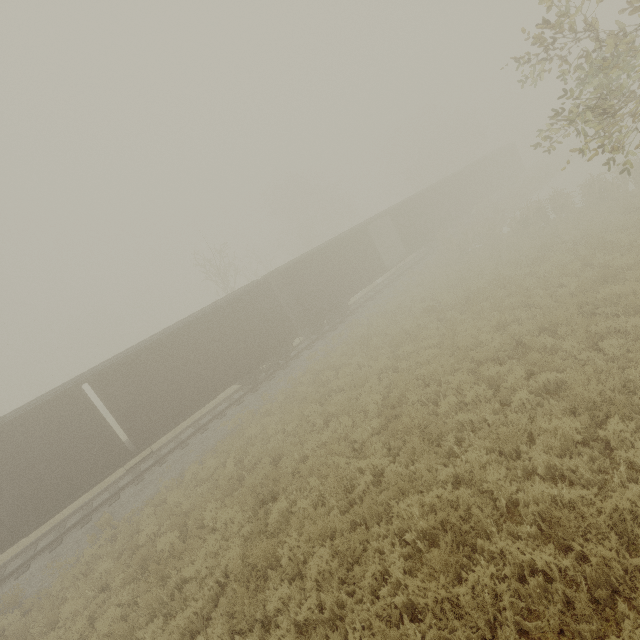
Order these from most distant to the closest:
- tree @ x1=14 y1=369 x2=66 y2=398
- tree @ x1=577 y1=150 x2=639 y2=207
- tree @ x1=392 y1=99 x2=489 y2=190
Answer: tree @ x1=14 y1=369 x2=66 y2=398 → tree @ x1=392 y1=99 x2=489 y2=190 → tree @ x1=577 y1=150 x2=639 y2=207

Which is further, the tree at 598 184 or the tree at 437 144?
the tree at 437 144

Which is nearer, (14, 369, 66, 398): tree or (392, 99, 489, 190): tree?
(392, 99, 489, 190): tree

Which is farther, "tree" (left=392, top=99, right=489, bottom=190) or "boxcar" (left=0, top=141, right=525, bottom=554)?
"tree" (left=392, top=99, right=489, bottom=190)

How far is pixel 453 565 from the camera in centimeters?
492cm

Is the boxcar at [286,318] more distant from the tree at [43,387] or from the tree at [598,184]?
the tree at [43,387]

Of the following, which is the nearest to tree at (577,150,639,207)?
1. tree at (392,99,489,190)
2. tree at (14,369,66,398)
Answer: tree at (392,99,489,190)

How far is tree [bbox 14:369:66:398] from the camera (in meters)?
53.18
